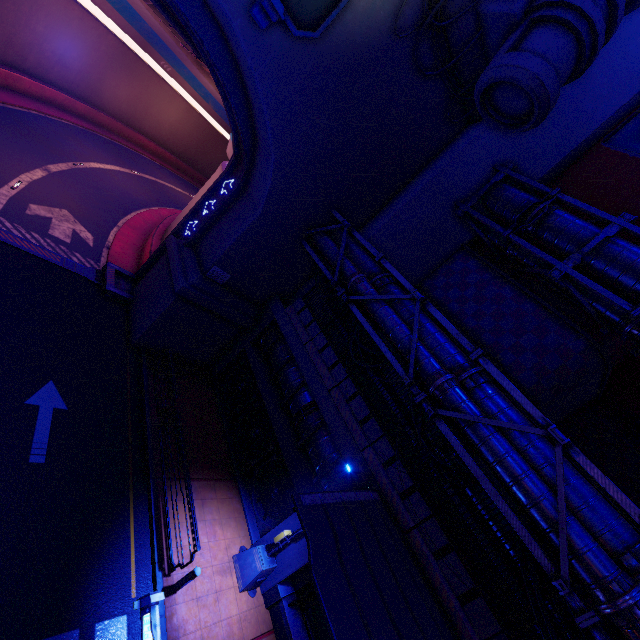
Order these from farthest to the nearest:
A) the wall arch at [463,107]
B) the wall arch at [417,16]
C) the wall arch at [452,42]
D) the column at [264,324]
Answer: the column at [264,324] → the wall arch at [463,107] → the wall arch at [452,42] → the wall arch at [417,16]

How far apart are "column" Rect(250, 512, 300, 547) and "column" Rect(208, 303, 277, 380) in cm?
789

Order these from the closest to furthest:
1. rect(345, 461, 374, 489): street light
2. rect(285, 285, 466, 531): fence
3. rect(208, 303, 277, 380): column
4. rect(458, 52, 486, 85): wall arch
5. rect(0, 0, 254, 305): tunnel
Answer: rect(345, 461, 374, 489): street light
rect(285, 285, 466, 531): fence
rect(458, 52, 486, 85): wall arch
rect(0, 0, 254, 305): tunnel
rect(208, 303, 277, 380): column

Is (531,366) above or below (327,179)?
above

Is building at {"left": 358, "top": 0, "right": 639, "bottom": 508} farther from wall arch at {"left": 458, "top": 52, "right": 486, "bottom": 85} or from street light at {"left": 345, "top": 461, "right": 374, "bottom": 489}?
street light at {"left": 345, "top": 461, "right": 374, "bottom": 489}

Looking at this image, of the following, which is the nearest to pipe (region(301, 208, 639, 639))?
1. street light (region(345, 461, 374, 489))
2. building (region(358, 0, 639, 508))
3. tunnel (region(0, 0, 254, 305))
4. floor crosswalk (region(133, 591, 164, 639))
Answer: building (region(358, 0, 639, 508))

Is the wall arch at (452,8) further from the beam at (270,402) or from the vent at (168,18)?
the vent at (168,18)

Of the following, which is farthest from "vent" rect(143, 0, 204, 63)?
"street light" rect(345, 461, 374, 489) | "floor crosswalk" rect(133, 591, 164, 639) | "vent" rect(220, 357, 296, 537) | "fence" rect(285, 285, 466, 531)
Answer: "floor crosswalk" rect(133, 591, 164, 639)
